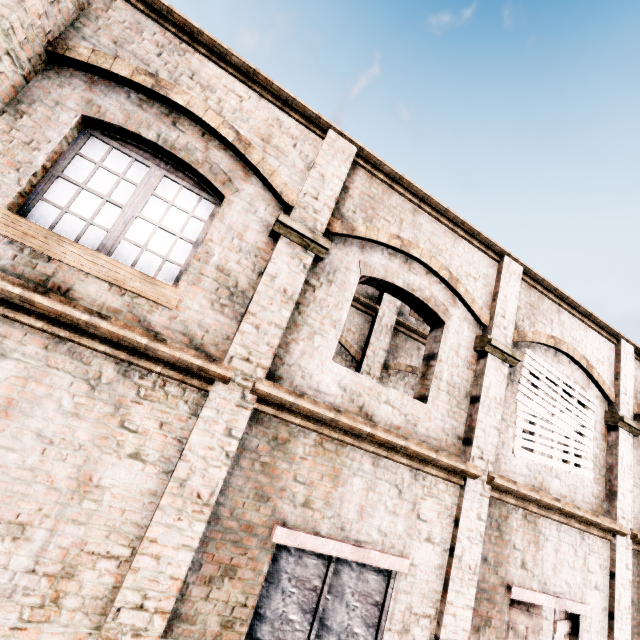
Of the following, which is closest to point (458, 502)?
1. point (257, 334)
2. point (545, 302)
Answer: point (257, 334)
